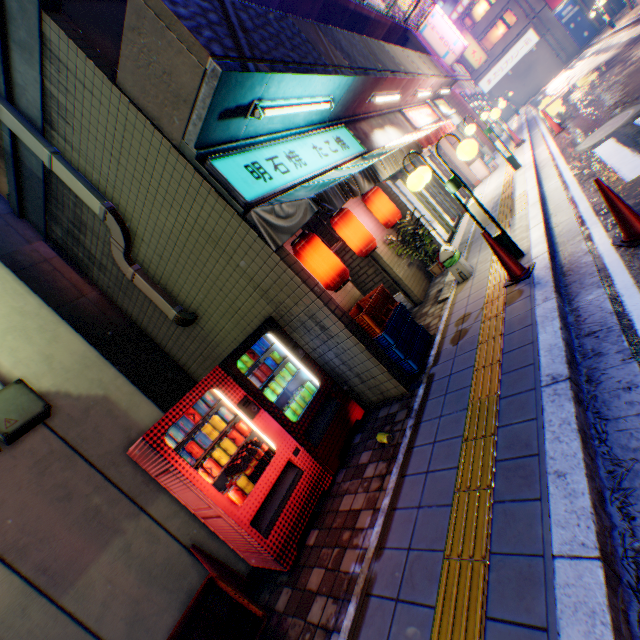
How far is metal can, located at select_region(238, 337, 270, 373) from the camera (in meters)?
4.26

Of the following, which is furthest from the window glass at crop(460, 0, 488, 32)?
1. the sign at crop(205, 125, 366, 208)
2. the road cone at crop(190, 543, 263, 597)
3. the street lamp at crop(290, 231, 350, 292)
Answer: the road cone at crop(190, 543, 263, 597)

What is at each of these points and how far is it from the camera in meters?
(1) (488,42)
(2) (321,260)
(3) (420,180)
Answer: (1) window glass, 35.7 m
(2) street lamp, 4.6 m
(3) street lamp, 4.9 m

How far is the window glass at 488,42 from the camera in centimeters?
3472cm

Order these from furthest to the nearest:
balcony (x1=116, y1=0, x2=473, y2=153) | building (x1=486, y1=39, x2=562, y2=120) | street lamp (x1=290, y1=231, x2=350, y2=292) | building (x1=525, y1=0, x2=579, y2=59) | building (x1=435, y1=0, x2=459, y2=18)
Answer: building (x1=435, y1=0, x2=459, y2=18), building (x1=486, y1=39, x2=562, y2=120), building (x1=525, y1=0, x2=579, y2=59), street lamp (x1=290, y1=231, x2=350, y2=292), balcony (x1=116, y1=0, x2=473, y2=153)

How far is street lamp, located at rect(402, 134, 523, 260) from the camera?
4.6 meters

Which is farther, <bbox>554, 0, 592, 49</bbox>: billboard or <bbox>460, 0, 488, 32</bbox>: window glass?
<bbox>460, 0, 488, 32</bbox>: window glass

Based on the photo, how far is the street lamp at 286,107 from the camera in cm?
423
